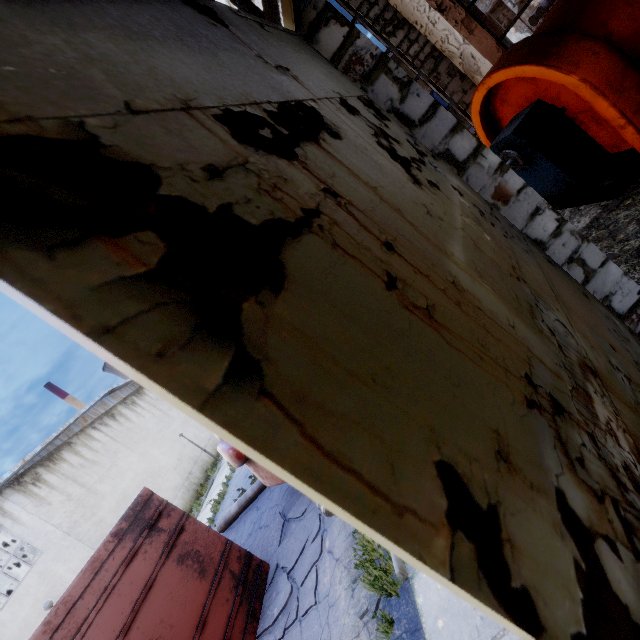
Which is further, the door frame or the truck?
the truck

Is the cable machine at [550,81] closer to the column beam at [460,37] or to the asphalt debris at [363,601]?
the column beam at [460,37]

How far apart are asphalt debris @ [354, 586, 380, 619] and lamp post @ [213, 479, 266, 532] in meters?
5.6 m

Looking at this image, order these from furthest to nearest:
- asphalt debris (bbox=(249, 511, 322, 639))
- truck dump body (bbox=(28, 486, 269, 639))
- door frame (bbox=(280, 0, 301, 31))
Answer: asphalt debris (bbox=(249, 511, 322, 639))
truck dump body (bbox=(28, 486, 269, 639))
door frame (bbox=(280, 0, 301, 31))

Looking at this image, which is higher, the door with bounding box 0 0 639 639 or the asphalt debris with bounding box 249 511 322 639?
the door with bounding box 0 0 639 639

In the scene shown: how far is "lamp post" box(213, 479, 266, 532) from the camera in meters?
10.2 m

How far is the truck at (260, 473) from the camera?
7.4 meters

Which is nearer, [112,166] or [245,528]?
[112,166]
